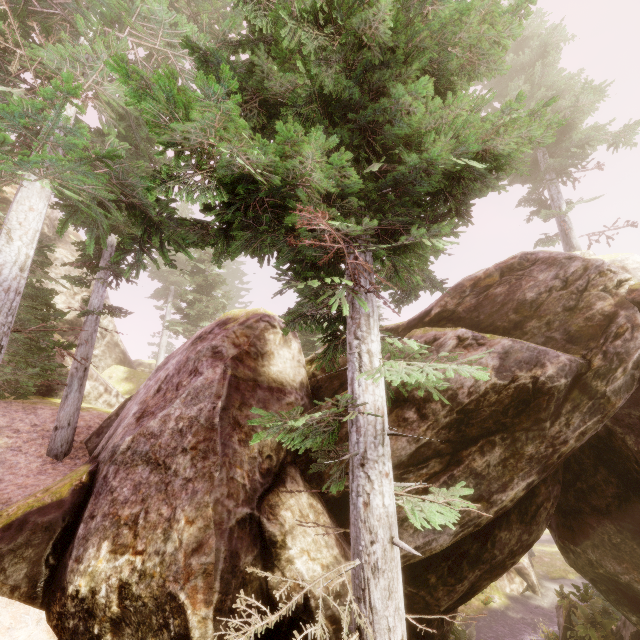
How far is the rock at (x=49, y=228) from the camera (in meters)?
24.12

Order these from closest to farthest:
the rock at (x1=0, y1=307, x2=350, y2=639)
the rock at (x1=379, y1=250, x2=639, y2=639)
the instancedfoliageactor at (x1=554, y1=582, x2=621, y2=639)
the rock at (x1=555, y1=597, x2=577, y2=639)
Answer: the rock at (x1=0, y1=307, x2=350, y2=639), the rock at (x1=379, y1=250, x2=639, y2=639), the instancedfoliageactor at (x1=554, y1=582, x2=621, y2=639), the rock at (x1=555, y1=597, x2=577, y2=639)

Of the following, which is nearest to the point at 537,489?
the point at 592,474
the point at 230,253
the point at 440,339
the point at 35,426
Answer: the point at 592,474

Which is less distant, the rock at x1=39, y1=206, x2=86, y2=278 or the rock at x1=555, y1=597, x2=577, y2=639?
the rock at x1=555, y1=597, x2=577, y2=639

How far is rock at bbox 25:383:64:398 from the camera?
16.2 meters

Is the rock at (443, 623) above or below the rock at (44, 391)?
below
